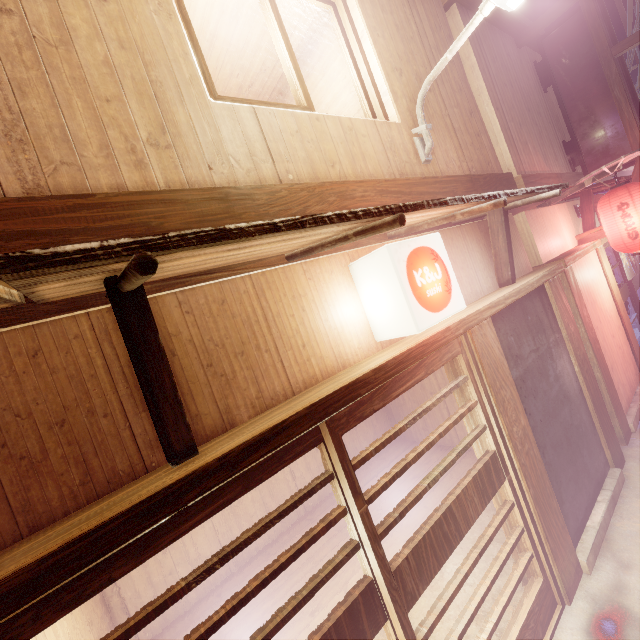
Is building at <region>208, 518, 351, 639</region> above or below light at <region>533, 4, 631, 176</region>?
below

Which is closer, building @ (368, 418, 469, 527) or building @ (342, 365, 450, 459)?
building @ (368, 418, 469, 527)

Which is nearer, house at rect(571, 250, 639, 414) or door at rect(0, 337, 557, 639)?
door at rect(0, 337, 557, 639)

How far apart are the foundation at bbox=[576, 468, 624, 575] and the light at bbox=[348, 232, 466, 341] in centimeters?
544cm

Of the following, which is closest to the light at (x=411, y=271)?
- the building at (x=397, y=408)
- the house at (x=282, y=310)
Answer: the house at (x=282, y=310)

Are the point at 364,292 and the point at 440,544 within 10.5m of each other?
yes

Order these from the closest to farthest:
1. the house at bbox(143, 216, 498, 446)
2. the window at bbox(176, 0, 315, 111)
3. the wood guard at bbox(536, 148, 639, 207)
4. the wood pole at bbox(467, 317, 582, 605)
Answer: the house at bbox(143, 216, 498, 446)
the window at bbox(176, 0, 315, 111)
the wood pole at bbox(467, 317, 582, 605)
the wood guard at bbox(536, 148, 639, 207)

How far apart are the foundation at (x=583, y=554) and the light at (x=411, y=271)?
5.4 meters
